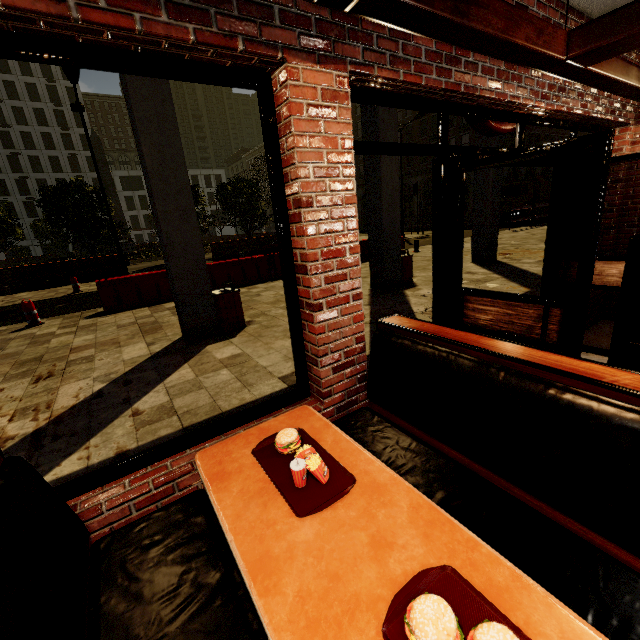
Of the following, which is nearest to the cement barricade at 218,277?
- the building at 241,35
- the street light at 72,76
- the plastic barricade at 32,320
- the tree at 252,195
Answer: the plastic barricade at 32,320

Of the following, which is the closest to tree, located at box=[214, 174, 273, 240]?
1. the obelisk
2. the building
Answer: the obelisk

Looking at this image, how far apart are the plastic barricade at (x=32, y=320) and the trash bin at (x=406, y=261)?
9.56m

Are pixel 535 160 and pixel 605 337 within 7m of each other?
yes

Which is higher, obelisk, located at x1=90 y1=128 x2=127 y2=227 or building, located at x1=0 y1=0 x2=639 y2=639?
obelisk, located at x1=90 y1=128 x2=127 y2=227

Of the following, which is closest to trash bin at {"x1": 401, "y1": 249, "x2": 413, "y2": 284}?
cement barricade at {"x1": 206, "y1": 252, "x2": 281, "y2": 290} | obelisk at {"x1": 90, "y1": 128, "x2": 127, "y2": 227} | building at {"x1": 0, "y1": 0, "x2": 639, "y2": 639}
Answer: building at {"x1": 0, "y1": 0, "x2": 639, "y2": 639}

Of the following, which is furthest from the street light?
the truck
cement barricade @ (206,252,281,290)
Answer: the truck

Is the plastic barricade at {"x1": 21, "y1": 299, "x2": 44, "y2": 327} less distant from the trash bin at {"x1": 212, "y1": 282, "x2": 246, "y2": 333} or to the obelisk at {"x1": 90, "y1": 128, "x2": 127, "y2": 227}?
the trash bin at {"x1": 212, "y1": 282, "x2": 246, "y2": 333}
